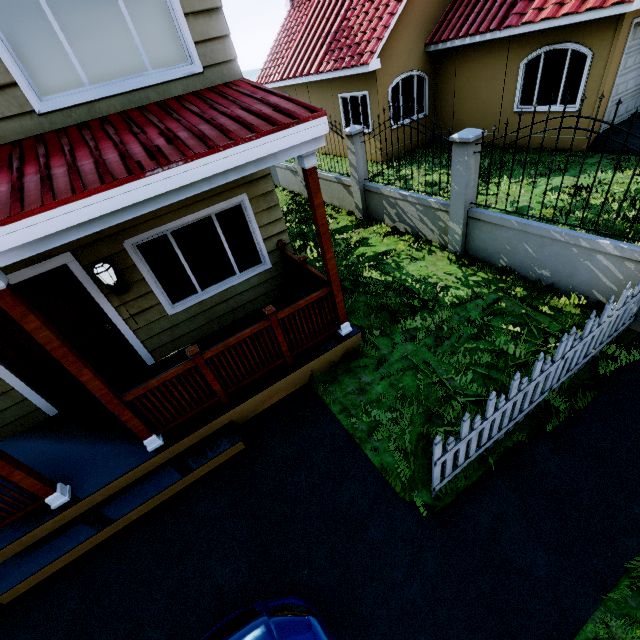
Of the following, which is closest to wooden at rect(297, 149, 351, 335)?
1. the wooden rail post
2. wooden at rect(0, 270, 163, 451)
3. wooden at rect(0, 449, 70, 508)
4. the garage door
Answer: the wooden rail post

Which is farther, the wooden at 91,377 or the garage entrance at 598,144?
the garage entrance at 598,144

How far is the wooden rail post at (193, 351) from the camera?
4.02m

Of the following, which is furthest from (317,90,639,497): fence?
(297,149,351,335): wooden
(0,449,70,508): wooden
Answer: (0,449,70,508): wooden

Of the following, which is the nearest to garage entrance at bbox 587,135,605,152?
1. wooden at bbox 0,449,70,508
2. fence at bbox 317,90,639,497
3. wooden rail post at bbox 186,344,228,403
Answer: fence at bbox 317,90,639,497

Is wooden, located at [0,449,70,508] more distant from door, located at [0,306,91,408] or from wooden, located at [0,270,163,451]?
door, located at [0,306,91,408]

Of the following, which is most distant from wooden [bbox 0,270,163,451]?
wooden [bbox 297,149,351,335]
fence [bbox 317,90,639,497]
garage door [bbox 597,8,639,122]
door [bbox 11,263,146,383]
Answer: garage door [bbox 597,8,639,122]

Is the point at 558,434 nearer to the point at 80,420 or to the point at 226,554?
the point at 226,554
